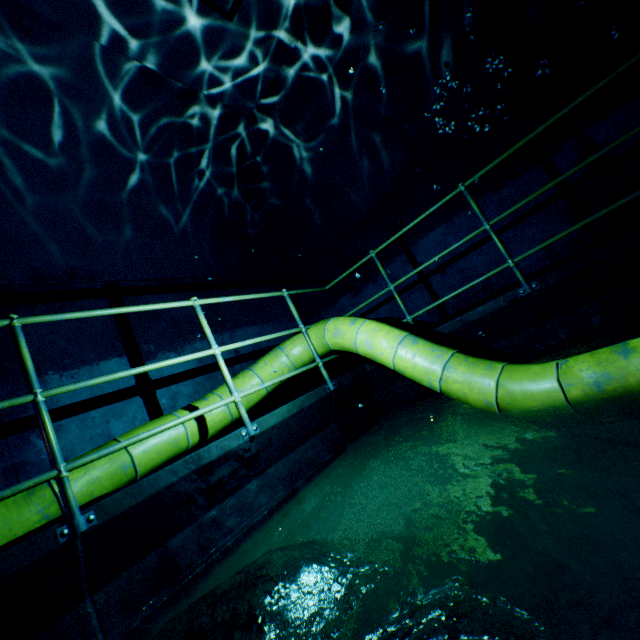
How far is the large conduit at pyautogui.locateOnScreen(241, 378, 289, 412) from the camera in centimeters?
354cm

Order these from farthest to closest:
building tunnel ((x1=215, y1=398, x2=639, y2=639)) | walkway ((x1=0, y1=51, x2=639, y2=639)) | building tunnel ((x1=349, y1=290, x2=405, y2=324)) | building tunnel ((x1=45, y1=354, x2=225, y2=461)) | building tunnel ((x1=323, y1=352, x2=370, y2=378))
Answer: building tunnel ((x1=323, y1=352, x2=370, y2=378)) < building tunnel ((x1=349, y1=290, x2=405, y2=324)) < building tunnel ((x1=45, y1=354, x2=225, y2=461)) < walkway ((x1=0, y1=51, x2=639, y2=639)) < building tunnel ((x1=215, y1=398, x2=639, y2=639))

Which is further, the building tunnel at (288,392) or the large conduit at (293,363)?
the building tunnel at (288,392)

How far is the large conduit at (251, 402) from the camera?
3.5 meters

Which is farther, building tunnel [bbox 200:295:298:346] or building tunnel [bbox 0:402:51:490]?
building tunnel [bbox 200:295:298:346]

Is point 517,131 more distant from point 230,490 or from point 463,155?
point 230,490

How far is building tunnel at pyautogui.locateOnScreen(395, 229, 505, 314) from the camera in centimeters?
462cm
